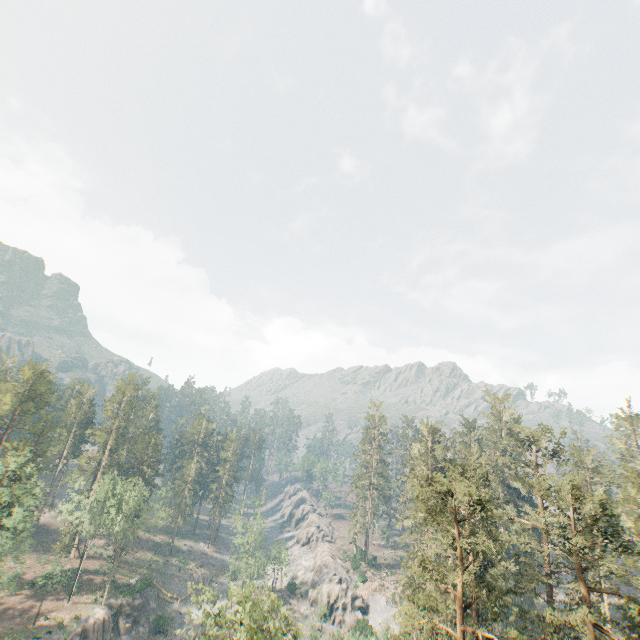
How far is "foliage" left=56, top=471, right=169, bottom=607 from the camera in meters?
52.5 m

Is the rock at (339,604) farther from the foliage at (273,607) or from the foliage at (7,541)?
the foliage at (7,541)

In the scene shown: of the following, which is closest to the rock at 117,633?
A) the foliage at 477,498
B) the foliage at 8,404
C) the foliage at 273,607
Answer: the foliage at 8,404

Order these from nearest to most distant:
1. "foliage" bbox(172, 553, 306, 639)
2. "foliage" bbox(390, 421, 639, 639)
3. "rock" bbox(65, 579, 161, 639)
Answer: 1. "foliage" bbox(390, 421, 639, 639)
2. "foliage" bbox(172, 553, 306, 639)
3. "rock" bbox(65, 579, 161, 639)

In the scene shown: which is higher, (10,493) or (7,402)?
(7,402)

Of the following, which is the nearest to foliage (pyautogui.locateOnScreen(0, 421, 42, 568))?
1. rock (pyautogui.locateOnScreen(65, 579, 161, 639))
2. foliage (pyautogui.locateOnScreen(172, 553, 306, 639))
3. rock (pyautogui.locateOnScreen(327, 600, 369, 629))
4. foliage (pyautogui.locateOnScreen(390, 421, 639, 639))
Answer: foliage (pyautogui.locateOnScreen(390, 421, 639, 639))

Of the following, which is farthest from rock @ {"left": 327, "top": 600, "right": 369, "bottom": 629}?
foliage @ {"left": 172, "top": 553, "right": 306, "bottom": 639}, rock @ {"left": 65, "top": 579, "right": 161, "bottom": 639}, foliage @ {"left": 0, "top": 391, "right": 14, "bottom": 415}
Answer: foliage @ {"left": 0, "top": 391, "right": 14, "bottom": 415}

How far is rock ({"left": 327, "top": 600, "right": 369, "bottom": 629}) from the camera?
55.3 meters
